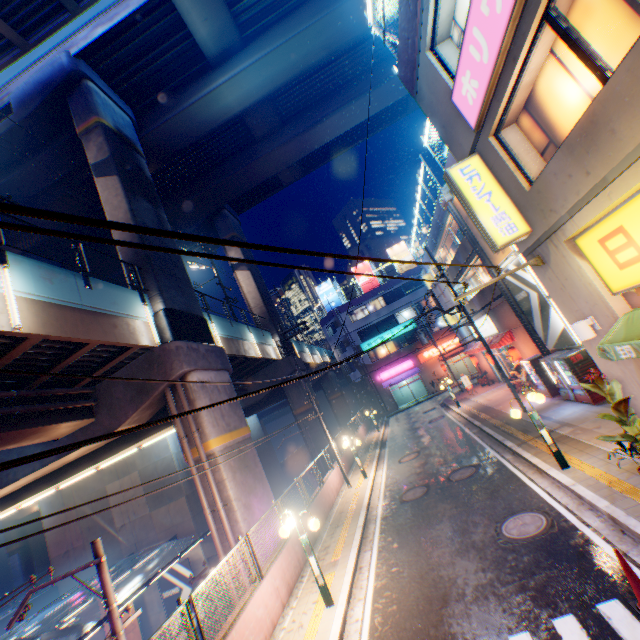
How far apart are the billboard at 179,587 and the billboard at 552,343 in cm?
2445

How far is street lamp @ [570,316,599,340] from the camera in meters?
7.1 m

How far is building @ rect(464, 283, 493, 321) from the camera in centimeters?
1936cm

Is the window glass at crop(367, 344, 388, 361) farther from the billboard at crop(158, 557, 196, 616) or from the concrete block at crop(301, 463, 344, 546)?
the billboard at crop(158, 557, 196, 616)

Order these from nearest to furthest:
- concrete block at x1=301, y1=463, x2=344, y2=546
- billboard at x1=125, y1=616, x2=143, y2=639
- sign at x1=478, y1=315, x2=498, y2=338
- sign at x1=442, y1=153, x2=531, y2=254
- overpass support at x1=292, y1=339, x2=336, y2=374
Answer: sign at x1=442, y1=153, x2=531, y2=254 < concrete block at x1=301, y1=463, x2=344, y2=546 < billboard at x1=125, y1=616, x2=143, y2=639 < sign at x1=478, y1=315, x2=498, y2=338 < overpass support at x1=292, y1=339, x2=336, y2=374

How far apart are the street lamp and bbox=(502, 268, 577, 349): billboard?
7.0m

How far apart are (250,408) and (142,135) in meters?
21.3

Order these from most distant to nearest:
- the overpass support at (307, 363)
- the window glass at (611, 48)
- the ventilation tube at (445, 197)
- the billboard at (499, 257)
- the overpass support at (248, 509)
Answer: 1. the overpass support at (307, 363)
2. the ventilation tube at (445, 197)
3. the billboard at (499, 257)
4. the overpass support at (248, 509)
5. the window glass at (611, 48)
